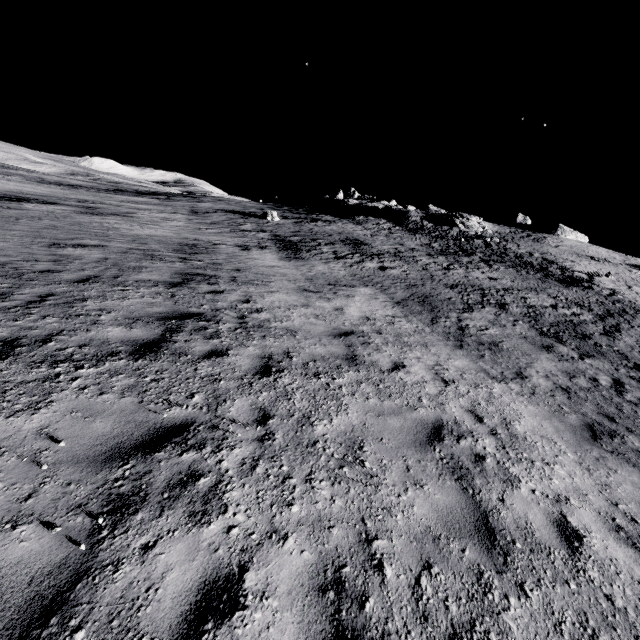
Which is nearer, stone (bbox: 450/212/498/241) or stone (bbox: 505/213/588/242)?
stone (bbox: 450/212/498/241)

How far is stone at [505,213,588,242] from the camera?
52.7 meters

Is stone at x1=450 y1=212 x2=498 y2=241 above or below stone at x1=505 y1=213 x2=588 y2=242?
below

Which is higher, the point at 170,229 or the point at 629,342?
the point at 629,342

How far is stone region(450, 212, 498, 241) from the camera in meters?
40.5

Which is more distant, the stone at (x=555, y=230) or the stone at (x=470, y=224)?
the stone at (x=555, y=230)

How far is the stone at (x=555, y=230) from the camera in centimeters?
5267cm
